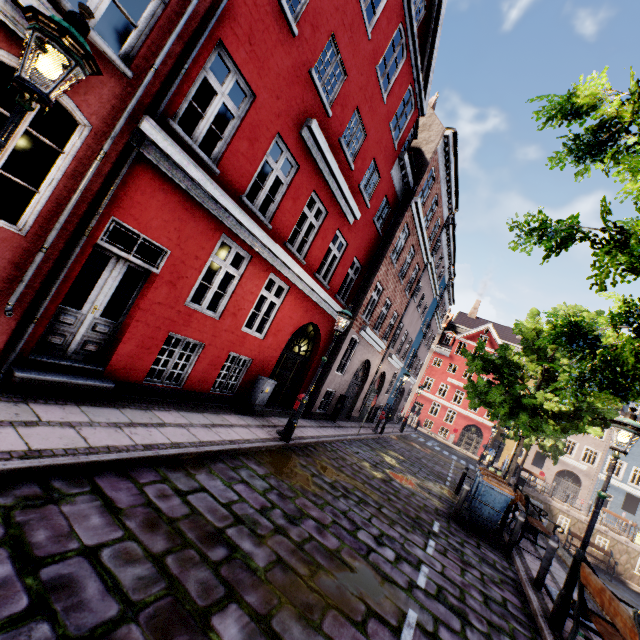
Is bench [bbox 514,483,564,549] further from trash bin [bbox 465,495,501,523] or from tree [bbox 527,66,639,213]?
tree [bbox 527,66,639,213]

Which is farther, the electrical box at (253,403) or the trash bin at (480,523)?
the electrical box at (253,403)

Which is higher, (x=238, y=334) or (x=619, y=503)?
(x=619, y=503)

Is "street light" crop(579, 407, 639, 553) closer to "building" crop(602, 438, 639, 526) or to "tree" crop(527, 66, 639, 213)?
"tree" crop(527, 66, 639, 213)

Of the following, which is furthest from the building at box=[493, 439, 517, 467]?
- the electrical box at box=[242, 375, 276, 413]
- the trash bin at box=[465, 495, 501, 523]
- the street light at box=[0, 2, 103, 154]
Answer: the trash bin at box=[465, 495, 501, 523]

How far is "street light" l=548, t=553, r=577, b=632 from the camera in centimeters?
534cm

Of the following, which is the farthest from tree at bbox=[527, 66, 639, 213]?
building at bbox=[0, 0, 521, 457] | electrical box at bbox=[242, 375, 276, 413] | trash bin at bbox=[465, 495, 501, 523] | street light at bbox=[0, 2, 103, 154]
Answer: electrical box at bbox=[242, 375, 276, 413]

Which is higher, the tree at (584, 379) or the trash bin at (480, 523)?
the tree at (584, 379)
